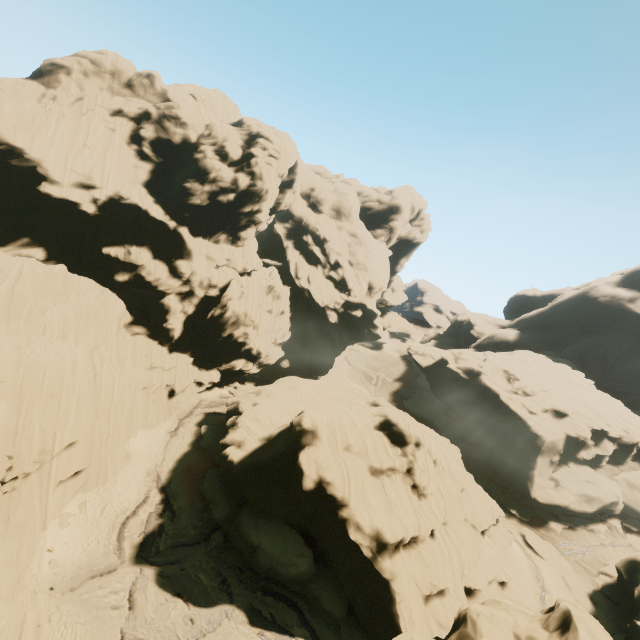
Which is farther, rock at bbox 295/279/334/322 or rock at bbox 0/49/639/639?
rock at bbox 295/279/334/322

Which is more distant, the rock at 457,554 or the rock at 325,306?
the rock at 325,306

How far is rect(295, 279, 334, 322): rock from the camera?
59.19m

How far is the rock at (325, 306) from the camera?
59.2m

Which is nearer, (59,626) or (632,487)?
(59,626)
